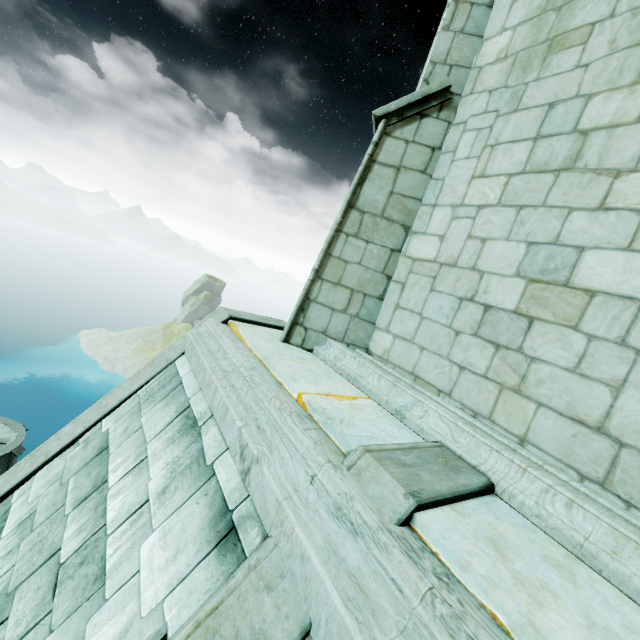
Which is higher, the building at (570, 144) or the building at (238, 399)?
the building at (570, 144)

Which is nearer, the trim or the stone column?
the trim

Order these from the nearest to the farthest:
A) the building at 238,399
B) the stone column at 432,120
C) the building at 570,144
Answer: the building at 238,399, the building at 570,144, the stone column at 432,120

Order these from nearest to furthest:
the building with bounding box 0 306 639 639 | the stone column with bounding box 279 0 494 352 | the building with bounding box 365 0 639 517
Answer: the building with bounding box 0 306 639 639 < the building with bounding box 365 0 639 517 < the stone column with bounding box 279 0 494 352

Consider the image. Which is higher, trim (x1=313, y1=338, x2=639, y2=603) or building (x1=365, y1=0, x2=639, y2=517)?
building (x1=365, y1=0, x2=639, y2=517)

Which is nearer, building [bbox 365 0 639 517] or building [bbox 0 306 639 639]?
building [bbox 0 306 639 639]

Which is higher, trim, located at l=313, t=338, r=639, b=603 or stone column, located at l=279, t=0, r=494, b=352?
stone column, located at l=279, t=0, r=494, b=352

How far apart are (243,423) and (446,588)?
1.95m
